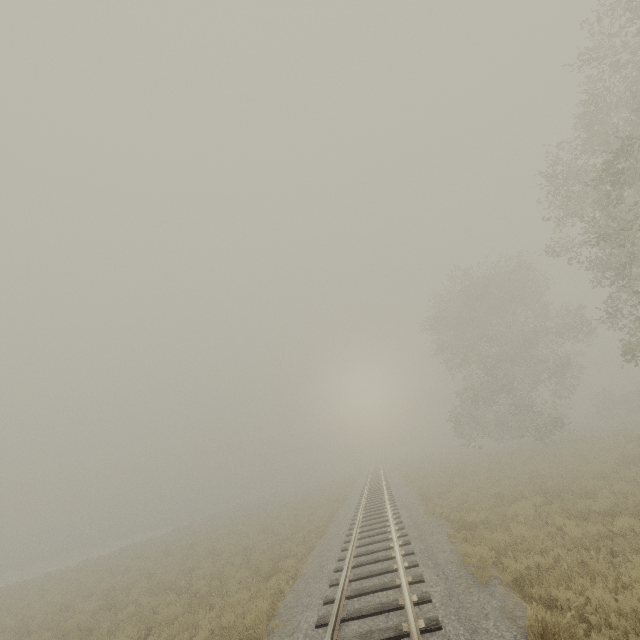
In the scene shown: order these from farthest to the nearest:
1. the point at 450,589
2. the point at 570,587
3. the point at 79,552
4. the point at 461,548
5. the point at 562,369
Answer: the point at 79,552 < the point at 562,369 < the point at 461,548 < the point at 450,589 < the point at 570,587

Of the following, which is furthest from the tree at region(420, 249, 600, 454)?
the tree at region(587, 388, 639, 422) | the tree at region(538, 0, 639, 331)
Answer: the tree at region(538, 0, 639, 331)

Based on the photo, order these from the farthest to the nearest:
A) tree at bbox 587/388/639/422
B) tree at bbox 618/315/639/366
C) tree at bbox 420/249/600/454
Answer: tree at bbox 587/388/639/422 < tree at bbox 420/249/600/454 < tree at bbox 618/315/639/366

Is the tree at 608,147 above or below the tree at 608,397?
above

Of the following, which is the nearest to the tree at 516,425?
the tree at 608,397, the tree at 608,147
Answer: the tree at 608,397

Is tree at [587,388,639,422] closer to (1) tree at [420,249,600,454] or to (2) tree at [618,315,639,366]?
A: (1) tree at [420,249,600,454]

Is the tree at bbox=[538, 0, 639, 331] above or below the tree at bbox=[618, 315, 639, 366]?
above
